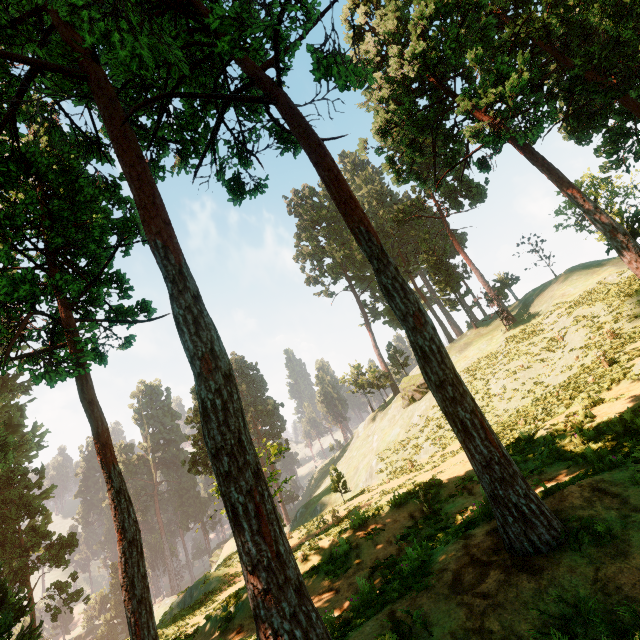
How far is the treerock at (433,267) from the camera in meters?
47.9 m

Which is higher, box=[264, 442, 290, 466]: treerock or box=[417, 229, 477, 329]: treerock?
box=[417, 229, 477, 329]: treerock

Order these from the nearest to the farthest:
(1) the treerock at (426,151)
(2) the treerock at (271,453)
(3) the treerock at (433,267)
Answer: (1) the treerock at (426,151), (2) the treerock at (271,453), (3) the treerock at (433,267)

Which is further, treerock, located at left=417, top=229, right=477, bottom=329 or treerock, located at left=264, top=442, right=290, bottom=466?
treerock, located at left=417, top=229, right=477, bottom=329

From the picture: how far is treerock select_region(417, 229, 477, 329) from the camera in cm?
4786

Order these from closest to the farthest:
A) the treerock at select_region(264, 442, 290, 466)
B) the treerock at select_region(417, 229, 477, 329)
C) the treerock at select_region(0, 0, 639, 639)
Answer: the treerock at select_region(0, 0, 639, 639)
the treerock at select_region(264, 442, 290, 466)
the treerock at select_region(417, 229, 477, 329)

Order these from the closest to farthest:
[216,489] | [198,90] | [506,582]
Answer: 1. [506,582]
2. [198,90]
3. [216,489]
